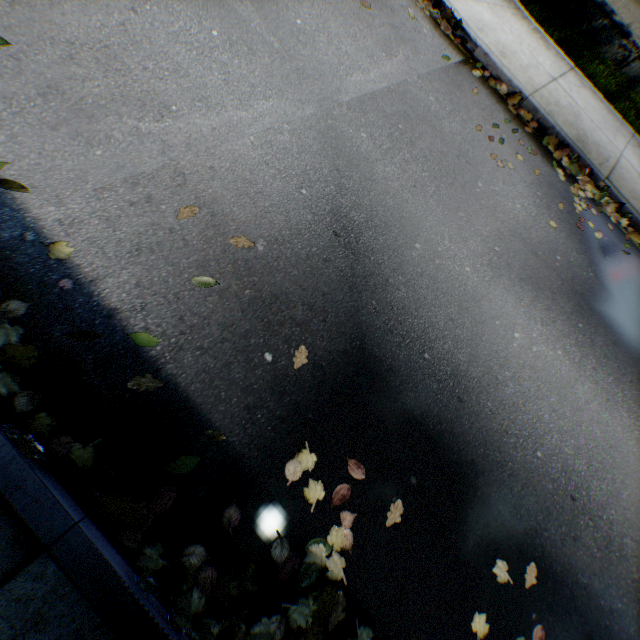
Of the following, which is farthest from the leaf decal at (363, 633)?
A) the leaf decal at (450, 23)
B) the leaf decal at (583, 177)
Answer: the leaf decal at (450, 23)

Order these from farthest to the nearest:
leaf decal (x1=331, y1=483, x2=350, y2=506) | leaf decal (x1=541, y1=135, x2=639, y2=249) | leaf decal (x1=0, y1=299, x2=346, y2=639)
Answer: leaf decal (x1=541, y1=135, x2=639, y2=249), leaf decal (x1=331, y1=483, x2=350, y2=506), leaf decal (x1=0, y1=299, x2=346, y2=639)

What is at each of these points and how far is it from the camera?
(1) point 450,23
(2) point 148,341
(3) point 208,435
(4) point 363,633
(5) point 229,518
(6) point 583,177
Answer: (1) leaf decal, 5.4m
(2) leaf decal, 2.1m
(3) leaf decal, 2.0m
(4) leaf decal, 2.0m
(5) leaf decal, 1.9m
(6) leaf decal, 5.4m

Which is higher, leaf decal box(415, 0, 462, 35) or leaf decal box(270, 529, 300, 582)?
leaf decal box(415, 0, 462, 35)

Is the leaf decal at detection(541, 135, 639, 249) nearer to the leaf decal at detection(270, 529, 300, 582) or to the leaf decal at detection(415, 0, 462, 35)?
the leaf decal at detection(415, 0, 462, 35)

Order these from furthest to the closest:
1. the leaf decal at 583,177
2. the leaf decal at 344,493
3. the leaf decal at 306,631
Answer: the leaf decal at 583,177, the leaf decal at 344,493, the leaf decal at 306,631
